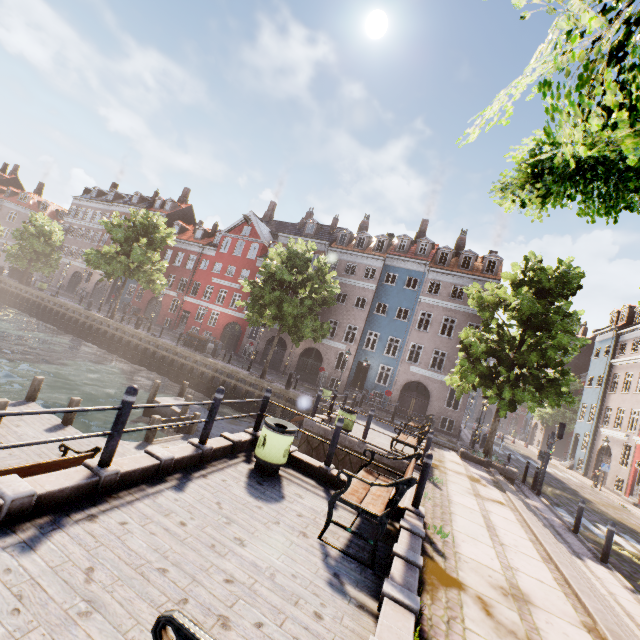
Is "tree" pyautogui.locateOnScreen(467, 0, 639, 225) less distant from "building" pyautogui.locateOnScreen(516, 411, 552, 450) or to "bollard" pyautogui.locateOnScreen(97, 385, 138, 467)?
"building" pyautogui.locateOnScreen(516, 411, 552, 450)

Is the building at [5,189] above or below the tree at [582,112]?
above

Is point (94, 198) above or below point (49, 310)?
above

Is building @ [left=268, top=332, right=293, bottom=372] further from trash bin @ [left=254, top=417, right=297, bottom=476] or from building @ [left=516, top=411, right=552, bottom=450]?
trash bin @ [left=254, top=417, right=297, bottom=476]

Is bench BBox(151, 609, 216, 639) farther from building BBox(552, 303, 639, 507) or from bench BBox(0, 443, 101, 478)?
building BBox(552, 303, 639, 507)

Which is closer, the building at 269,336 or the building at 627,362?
the building at 627,362

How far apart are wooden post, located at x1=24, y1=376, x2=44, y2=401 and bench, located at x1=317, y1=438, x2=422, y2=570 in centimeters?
1113cm

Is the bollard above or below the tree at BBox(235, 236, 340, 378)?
below
